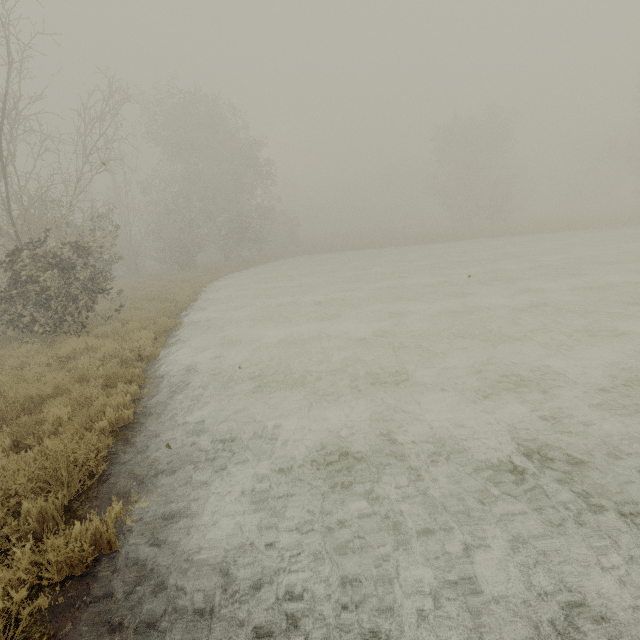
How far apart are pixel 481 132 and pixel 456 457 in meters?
44.5 m
